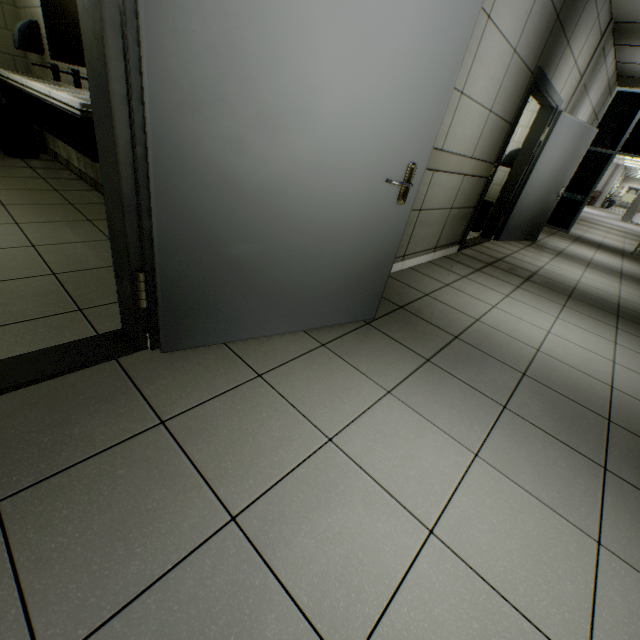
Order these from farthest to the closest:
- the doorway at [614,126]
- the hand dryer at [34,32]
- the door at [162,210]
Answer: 1. the doorway at [614,126]
2. the hand dryer at [34,32]
3. the door at [162,210]

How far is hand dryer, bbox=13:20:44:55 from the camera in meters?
3.5

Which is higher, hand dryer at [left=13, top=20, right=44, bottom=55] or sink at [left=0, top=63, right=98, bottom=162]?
hand dryer at [left=13, top=20, right=44, bottom=55]

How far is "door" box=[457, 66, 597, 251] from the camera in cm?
424

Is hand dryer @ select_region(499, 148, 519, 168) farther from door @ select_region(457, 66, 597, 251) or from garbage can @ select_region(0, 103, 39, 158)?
garbage can @ select_region(0, 103, 39, 158)

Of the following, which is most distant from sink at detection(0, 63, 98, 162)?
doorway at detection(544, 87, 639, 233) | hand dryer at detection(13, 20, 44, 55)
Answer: doorway at detection(544, 87, 639, 233)

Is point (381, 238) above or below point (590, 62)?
below

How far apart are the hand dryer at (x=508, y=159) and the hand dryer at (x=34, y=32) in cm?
653
